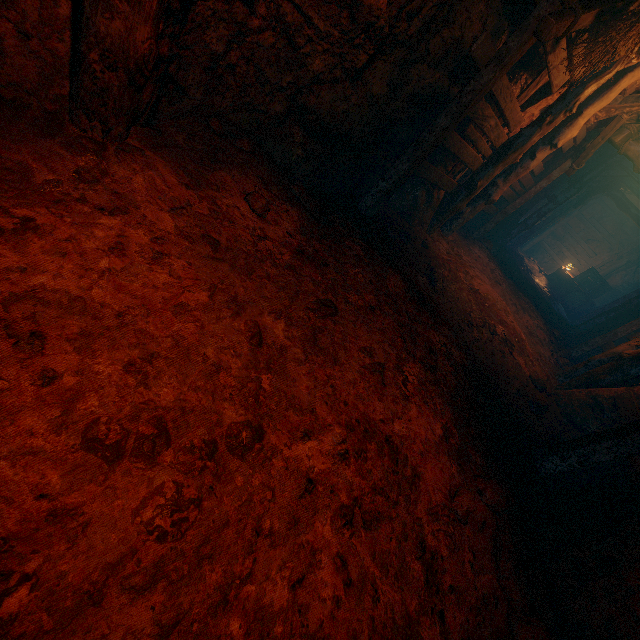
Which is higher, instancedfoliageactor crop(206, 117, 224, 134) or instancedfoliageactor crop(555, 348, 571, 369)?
instancedfoliageactor crop(206, 117, 224, 134)

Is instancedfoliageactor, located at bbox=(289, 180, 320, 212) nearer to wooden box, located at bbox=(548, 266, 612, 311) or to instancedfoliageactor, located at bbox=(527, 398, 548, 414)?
instancedfoliageactor, located at bbox=(527, 398, 548, 414)

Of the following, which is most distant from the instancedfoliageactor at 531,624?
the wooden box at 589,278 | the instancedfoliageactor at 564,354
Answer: the wooden box at 589,278

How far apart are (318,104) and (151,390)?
3.64m

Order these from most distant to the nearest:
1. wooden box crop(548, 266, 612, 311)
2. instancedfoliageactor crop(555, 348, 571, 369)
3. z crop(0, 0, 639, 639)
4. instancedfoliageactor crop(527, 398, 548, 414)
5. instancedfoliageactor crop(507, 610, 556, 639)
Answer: wooden box crop(548, 266, 612, 311) < instancedfoliageactor crop(555, 348, 571, 369) < instancedfoliageactor crop(527, 398, 548, 414) < instancedfoliageactor crop(507, 610, 556, 639) < z crop(0, 0, 639, 639)

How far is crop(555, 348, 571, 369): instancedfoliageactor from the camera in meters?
7.7 m

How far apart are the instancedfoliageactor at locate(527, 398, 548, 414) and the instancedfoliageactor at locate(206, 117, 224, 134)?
5.4m

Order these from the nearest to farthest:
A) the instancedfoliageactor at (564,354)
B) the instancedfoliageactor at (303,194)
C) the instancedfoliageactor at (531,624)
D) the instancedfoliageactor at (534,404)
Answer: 1. the instancedfoliageactor at (531,624)
2. the instancedfoliageactor at (303,194)
3. the instancedfoliageactor at (534,404)
4. the instancedfoliageactor at (564,354)
